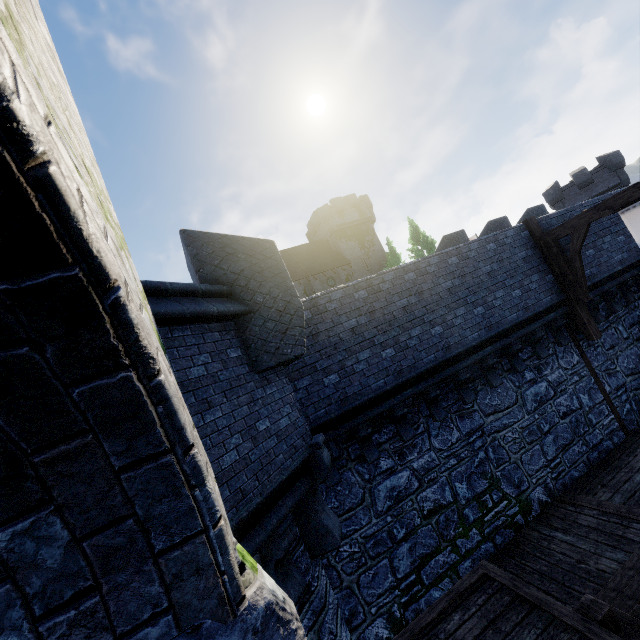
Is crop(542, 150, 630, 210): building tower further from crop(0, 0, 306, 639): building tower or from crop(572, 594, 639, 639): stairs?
crop(0, 0, 306, 639): building tower

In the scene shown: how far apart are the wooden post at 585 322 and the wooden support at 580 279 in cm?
1

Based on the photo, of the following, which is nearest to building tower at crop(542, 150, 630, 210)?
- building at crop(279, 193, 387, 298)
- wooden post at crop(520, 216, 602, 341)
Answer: building at crop(279, 193, 387, 298)

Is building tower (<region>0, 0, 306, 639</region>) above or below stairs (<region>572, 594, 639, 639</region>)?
above

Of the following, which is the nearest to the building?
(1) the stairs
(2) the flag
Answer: (2) the flag

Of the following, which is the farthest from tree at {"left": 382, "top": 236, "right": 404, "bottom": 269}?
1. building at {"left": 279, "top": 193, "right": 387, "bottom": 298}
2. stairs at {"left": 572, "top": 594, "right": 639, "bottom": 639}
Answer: stairs at {"left": 572, "top": 594, "right": 639, "bottom": 639}

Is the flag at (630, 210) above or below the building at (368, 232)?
below

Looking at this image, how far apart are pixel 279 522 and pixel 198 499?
3.0m
